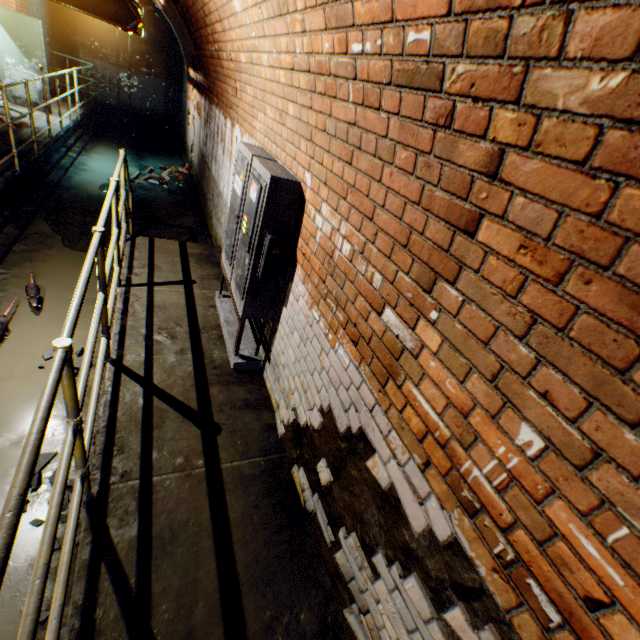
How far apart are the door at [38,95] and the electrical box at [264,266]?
9.1m

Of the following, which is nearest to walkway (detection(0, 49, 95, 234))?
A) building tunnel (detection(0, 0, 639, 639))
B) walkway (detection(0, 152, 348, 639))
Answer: building tunnel (detection(0, 0, 639, 639))

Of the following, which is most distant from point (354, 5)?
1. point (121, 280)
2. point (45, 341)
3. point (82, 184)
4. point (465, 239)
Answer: point (82, 184)

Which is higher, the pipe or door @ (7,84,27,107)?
the pipe

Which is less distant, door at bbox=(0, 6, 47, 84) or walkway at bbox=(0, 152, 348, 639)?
walkway at bbox=(0, 152, 348, 639)

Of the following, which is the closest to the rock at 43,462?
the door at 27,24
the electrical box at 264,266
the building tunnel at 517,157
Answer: the building tunnel at 517,157

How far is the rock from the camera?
2.8m

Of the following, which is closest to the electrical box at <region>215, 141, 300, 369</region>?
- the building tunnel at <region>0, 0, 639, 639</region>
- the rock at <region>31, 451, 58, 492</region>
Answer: the building tunnel at <region>0, 0, 639, 639</region>
